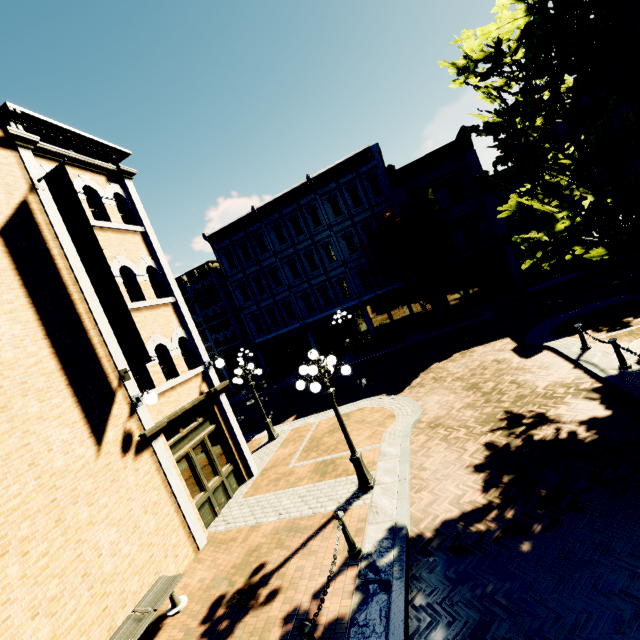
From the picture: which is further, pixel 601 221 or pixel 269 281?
pixel 269 281

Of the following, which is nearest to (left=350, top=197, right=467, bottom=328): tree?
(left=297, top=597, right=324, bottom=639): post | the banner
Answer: (left=297, top=597, right=324, bottom=639): post

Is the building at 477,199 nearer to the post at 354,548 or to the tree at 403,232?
the tree at 403,232

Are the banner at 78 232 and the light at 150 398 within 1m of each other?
yes

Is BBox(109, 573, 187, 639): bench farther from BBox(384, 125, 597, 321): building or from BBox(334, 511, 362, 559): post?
BBox(384, 125, 597, 321): building

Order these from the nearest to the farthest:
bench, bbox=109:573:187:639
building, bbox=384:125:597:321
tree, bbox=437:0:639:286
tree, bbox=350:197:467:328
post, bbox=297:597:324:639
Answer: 1. post, bbox=297:597:324:639
2. bench, bbox=109:573:187:639
3. tree, bbox=437:0:639:286
4. tree, bbox=350:197:467:328
5. building, bbox=384:125:597:321

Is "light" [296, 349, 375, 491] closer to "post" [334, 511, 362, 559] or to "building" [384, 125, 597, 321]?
"post" [334, 511, 362, 559]

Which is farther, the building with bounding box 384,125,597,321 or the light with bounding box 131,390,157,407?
the building with bounding box 384,125,597,321
